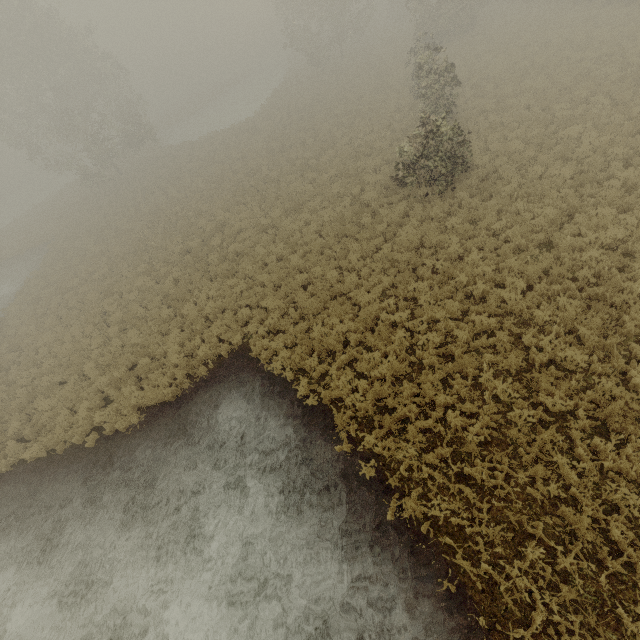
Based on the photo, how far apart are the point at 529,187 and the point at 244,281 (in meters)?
12.13

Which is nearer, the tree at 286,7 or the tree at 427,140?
the tree at 427,140

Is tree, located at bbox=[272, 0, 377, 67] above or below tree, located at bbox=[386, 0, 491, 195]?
above

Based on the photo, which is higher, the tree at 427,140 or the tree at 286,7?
the tree at 286,7

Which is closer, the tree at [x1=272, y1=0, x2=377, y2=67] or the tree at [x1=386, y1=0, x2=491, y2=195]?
the tree at [x1=386, y1=0, x2=491, y2=195]
